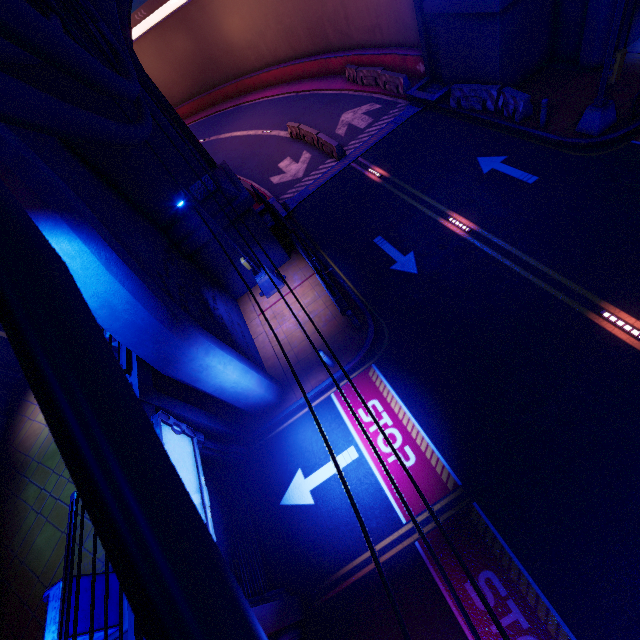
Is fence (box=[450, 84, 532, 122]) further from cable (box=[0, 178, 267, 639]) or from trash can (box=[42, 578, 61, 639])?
trash can (box=[42, 578, 61, 639])

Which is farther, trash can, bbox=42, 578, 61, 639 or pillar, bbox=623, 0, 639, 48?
pillar, bbox=623, 0, 639, 48

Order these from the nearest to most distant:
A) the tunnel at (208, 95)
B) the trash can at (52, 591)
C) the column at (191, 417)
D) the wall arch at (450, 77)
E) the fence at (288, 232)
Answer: the trash can at (52, 591) < the column at (191, 417) < the fence at (288, 232) < the wall arch at (450, 77) < the tunnel at (208, 95)

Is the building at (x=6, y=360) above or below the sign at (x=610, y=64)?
above

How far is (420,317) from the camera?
11.25m

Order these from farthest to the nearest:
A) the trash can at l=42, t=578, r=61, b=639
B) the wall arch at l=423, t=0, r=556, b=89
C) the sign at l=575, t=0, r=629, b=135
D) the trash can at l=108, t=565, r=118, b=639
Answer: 1. the wall arch at l=423, t=0, r=556, b=89
2. the sign at l=575, t=0, r=629, b=135
3. the trash can at l=108, t=565, r=118, b=639
4. the trash can at l=42, t=578, r=61, b=639

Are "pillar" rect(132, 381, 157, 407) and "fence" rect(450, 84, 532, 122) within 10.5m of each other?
no

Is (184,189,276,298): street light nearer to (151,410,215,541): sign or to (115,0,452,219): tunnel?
(115,0,452,219): tunnel
